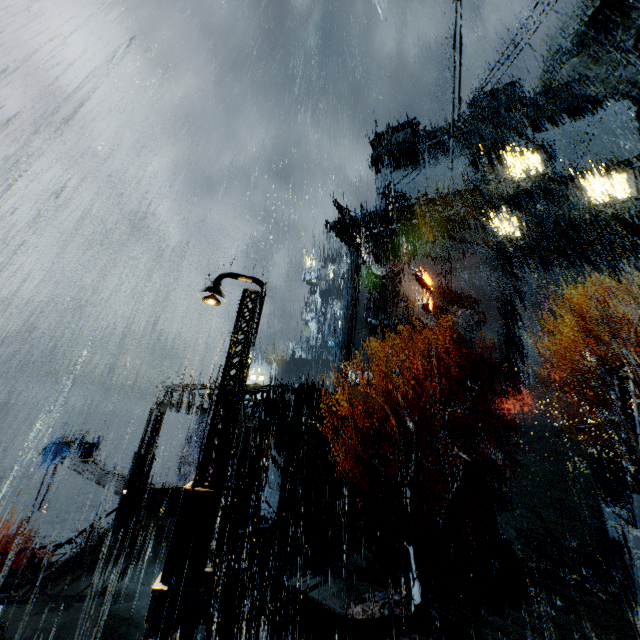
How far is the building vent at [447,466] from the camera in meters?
26.8 m

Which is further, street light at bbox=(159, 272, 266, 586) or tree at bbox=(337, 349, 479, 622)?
tree at bbox=(337, 349, 479, 622)

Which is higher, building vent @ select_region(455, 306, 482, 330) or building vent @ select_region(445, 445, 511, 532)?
building vent @ select_region(455, 306, 482, 330)

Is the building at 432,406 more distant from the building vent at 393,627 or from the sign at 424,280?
the building vent at 393,627

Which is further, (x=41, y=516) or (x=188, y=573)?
(x=41, y=516)

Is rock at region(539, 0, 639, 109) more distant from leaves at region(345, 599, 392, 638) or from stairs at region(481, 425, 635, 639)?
leaves at region(345, 599, 392, 638)

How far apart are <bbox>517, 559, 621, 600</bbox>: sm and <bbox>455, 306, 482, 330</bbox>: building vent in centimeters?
2428cm

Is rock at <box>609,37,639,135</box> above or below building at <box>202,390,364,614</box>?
above
